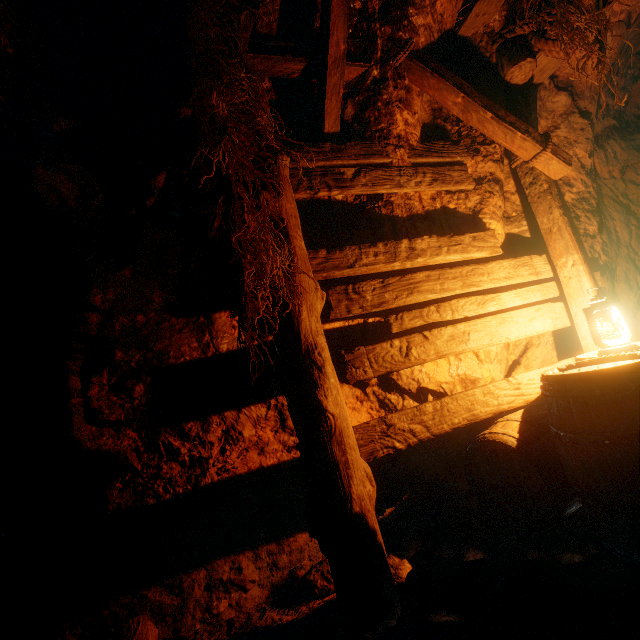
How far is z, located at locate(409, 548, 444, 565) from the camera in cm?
215

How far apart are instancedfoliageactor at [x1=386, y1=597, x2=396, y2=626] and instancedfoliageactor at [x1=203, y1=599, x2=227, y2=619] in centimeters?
95cm

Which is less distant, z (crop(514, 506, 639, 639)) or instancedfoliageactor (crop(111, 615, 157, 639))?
z (crop(514, 506, 639, 639))

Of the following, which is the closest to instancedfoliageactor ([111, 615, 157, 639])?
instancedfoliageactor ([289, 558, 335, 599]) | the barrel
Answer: instancedfoliageactor ([289, 558, 335, 599])

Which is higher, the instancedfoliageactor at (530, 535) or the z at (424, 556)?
the instancedfoliageactor at (530, 535)

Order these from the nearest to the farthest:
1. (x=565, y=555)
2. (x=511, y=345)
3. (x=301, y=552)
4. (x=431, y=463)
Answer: (x=565, y=555), (x=301, y=552), (x=431, y=463), (x=511, y=345)

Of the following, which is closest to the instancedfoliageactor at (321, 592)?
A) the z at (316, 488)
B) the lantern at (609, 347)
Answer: the z at (316, 488)

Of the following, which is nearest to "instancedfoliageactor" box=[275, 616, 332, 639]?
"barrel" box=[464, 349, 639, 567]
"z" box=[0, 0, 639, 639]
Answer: "z" box=[0, 0, 639, 639]
